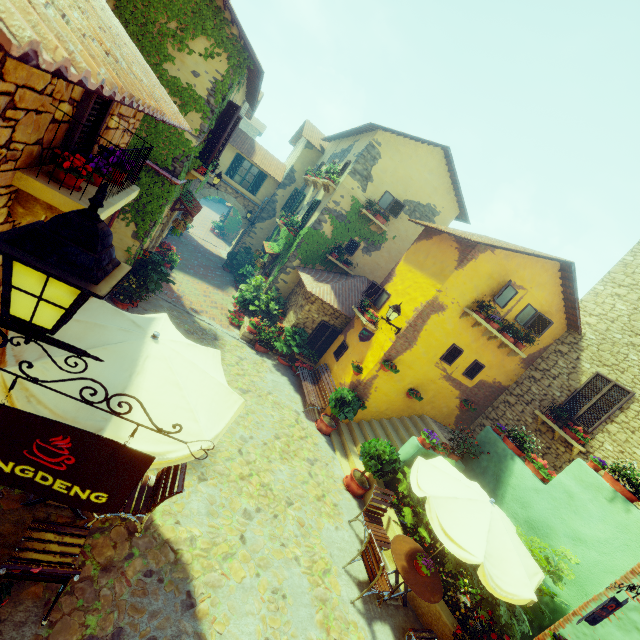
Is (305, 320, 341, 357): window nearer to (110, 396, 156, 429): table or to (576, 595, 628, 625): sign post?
(110, 396, 156, 429): table

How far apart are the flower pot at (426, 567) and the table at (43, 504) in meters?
5.6 m

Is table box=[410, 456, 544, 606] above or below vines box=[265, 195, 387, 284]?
below

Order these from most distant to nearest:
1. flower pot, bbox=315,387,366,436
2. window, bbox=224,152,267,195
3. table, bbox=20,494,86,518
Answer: window, bbox=224,152,267,195 < flower pot, bbox=315,387,366,436 < table, bbox=20,494,86,518

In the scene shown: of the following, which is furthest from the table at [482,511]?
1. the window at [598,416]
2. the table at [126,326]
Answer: the window at [598,416]

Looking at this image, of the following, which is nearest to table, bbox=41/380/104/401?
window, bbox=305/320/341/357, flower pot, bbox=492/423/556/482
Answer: flower pot, bbox=492/423/556/482

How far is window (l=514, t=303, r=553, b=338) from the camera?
10.57m

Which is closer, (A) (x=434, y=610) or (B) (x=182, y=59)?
(A) (x=434, y=610)
